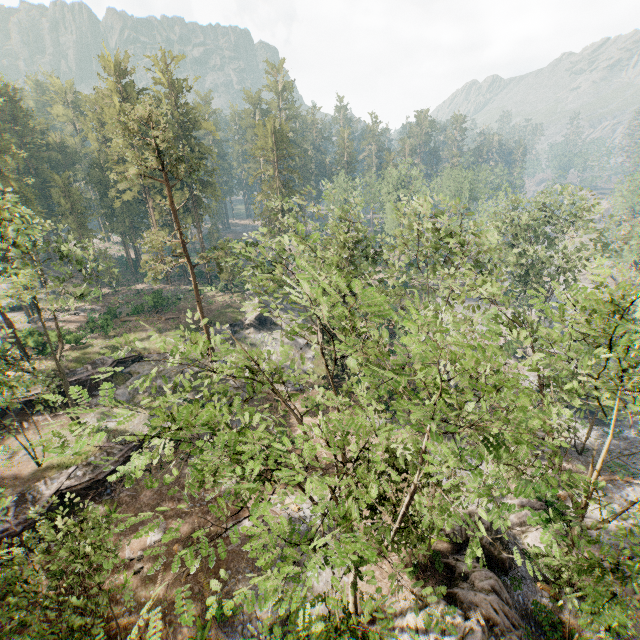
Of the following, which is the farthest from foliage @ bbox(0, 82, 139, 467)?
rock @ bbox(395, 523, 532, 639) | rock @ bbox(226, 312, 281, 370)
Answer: rock @ bbox(395, 523, 532, 639)

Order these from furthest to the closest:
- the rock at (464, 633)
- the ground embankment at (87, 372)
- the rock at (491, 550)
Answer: the ground embankment at (87, 372) → the rock at (491, 550) → the rock at (464, 633)

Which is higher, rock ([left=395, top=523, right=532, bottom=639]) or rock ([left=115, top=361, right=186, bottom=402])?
rock ([left=115, top=361, right=186, bottom=402])

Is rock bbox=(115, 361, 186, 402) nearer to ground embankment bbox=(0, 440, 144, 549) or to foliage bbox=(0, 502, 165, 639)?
foliage bbox=(0, 502, 165, 639)

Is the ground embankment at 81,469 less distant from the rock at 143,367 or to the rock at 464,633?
the rock at 143,367

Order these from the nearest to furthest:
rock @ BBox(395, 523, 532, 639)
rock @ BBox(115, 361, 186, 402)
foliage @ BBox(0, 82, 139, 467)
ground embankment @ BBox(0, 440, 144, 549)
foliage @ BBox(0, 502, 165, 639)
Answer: foliage @ BBox(0, 82, 139, 467) < foliage @ BBox(0, 502, 165, 639) < rock @ BBox(395, 523, 532, 639) < ground embankment @ BBox(0, 440, 144, 549) < rock @ BBox(115, 361, 186, 402)

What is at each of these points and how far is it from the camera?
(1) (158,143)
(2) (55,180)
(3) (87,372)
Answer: (1) foliage, 28.4m
(2) foliage, 46.4m
(3) ground embankment, 31.8m
